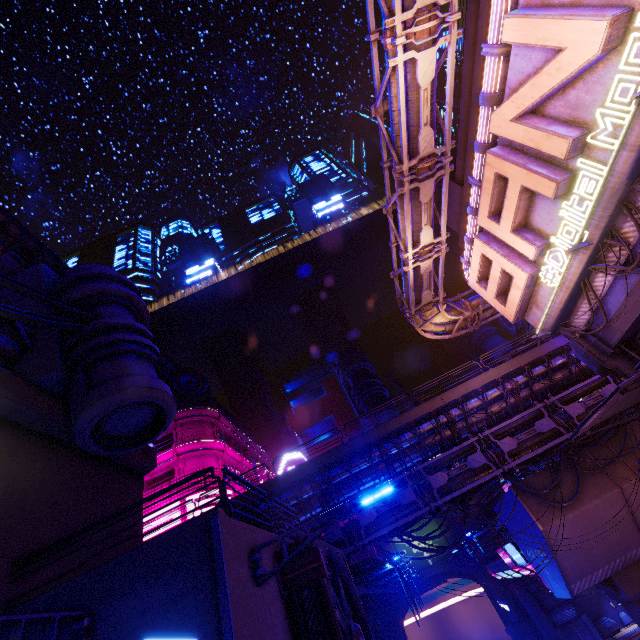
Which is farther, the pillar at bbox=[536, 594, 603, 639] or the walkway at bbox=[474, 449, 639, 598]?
the pillar at bbox=[536, 594, 603, 639]

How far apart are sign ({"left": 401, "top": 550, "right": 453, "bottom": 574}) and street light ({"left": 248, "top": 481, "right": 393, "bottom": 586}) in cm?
4955

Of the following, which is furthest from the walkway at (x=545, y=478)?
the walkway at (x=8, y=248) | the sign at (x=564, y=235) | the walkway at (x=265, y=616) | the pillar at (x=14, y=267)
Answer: the pillar at (x=14, y=267)

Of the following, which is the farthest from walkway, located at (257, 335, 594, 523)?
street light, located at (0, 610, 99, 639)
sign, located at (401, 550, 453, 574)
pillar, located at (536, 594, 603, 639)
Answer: sign, located at (401, 550, 453, 574)

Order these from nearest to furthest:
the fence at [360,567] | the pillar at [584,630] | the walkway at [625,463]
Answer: the fence at [360,567]
the walkway at [625,463]
the pillar at [584,630]

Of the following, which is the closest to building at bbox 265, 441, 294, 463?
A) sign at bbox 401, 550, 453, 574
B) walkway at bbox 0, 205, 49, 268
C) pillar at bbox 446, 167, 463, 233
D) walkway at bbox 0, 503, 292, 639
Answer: walkway at bbox 0, 205, 49, 268

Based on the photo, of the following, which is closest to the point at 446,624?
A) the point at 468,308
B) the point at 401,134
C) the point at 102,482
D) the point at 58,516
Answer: the point at 468,308

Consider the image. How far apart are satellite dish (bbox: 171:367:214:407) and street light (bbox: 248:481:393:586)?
38.83m
